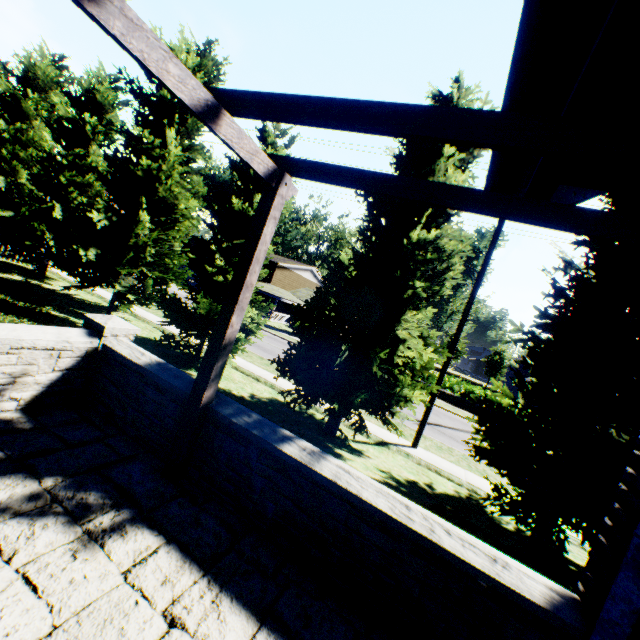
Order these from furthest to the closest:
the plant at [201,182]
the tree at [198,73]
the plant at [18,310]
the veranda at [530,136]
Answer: the plant at [201,182] → the tree at [198,73] → the plant at [18,310] → the veranda at [530,136]

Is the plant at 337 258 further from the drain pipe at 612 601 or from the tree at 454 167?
the drain pipe at 612 601

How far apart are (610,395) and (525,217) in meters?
6.6

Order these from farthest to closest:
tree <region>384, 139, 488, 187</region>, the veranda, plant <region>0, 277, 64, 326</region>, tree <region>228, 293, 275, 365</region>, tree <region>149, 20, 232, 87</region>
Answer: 1. tree <region>149, 20, 232, 87</region>
2. tree <region>228, 293, 275, 365</region>
3. plant <region>0, 277, 64, 326</region>
4. tree <region>384, 139, 488, 187</region>
5. the veranda

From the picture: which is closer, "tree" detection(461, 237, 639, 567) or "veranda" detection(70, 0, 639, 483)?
"veranda" detection(70, 0, 639, 483)

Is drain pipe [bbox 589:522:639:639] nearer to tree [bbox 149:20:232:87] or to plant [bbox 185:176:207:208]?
tree [bbox 149:20:232:87]

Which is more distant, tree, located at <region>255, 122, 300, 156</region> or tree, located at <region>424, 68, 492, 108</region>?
tree, located at <region>255, 122, 300, 156</region>
